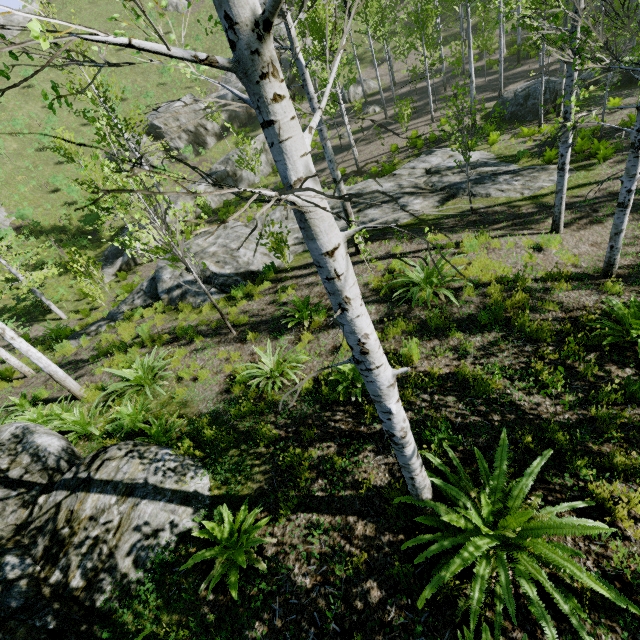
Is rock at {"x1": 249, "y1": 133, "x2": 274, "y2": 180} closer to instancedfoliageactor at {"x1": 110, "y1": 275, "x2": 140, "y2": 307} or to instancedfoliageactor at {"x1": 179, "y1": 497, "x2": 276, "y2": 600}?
instancedfoliageactor at {"x1": 179, "y1": 497, "x2": 276, "y2": 600}

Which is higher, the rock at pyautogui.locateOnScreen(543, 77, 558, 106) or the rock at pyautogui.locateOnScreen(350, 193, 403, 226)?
the rock at pyautogui.locateOnScreen(350, 193, 403, 226)

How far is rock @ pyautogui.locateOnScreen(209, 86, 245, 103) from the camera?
30.09m

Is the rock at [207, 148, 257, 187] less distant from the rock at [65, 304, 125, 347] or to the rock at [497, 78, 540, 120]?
the rock at [65, 304, 125, 347]

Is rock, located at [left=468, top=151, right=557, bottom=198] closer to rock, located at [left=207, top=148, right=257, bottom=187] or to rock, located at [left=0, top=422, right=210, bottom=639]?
rock, located at [left=0, top=422, right=210, bottom=639]

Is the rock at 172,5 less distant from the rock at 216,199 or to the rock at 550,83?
the rock at 216,199

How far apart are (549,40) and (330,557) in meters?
9.8 m

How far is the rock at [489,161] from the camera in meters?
10.5
